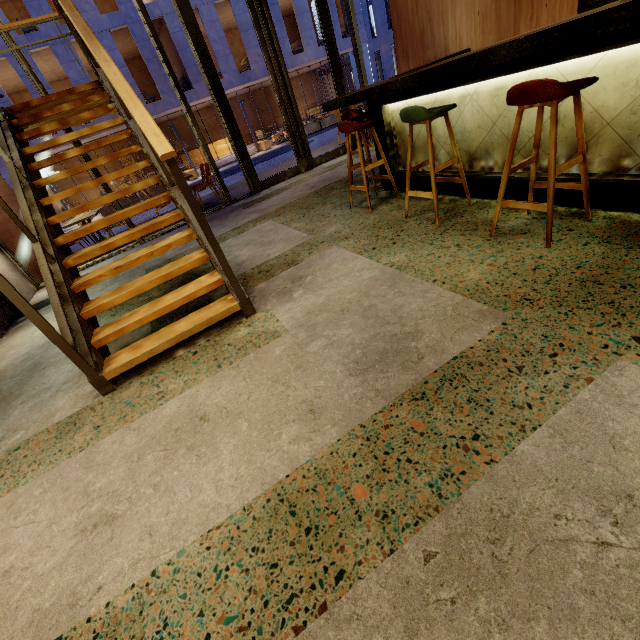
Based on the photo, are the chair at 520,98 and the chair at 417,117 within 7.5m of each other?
yes

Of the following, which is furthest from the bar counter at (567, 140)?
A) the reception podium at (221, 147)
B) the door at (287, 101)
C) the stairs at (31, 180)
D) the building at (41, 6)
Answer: the reception podium at (221, 147)

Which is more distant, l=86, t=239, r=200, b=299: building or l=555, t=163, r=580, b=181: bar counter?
l=86, t=239, r=200, b=299: building

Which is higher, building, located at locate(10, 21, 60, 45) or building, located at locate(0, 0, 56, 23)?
building, located at locate(0, 0, 56, 23)

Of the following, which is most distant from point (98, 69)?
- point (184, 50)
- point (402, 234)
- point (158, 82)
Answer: point (184, 50)

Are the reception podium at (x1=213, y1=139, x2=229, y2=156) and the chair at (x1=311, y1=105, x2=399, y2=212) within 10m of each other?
no

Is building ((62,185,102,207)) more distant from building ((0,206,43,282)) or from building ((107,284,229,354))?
building ((107,284,229,354))

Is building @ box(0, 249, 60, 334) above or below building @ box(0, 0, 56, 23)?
below
